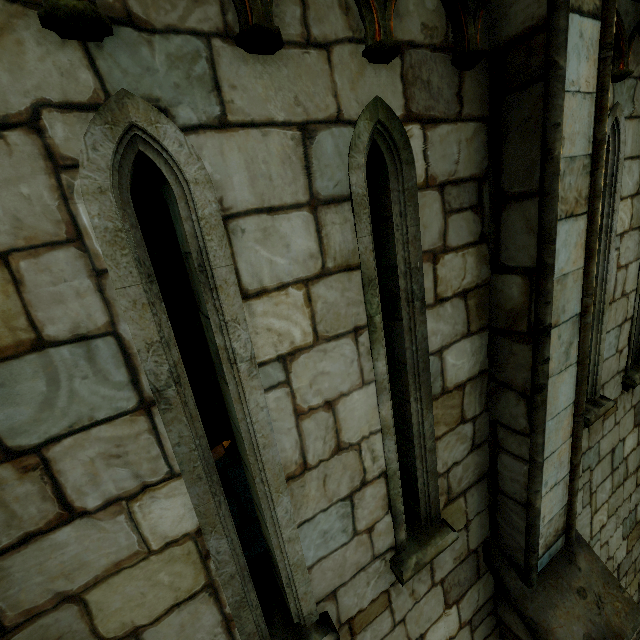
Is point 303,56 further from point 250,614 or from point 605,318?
point 605,318
